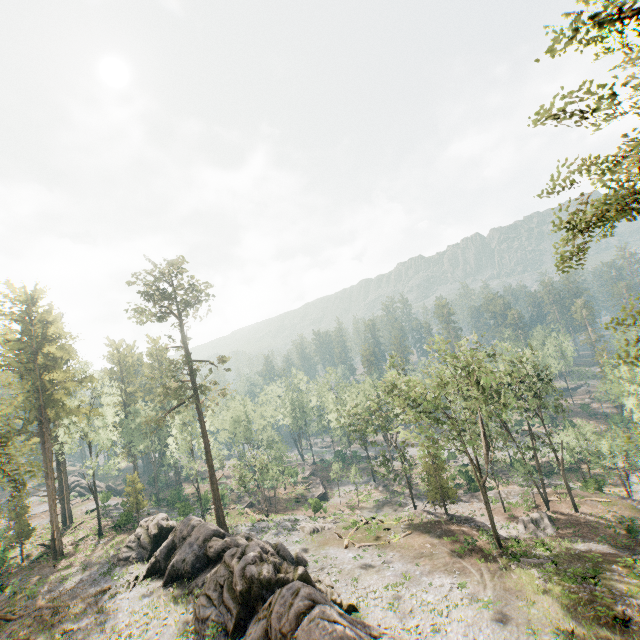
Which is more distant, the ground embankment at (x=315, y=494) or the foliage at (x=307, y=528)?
the ground embankment at (x=315, y=494)

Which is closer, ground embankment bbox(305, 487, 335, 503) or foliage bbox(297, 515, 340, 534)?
foliage bbox(297, 515, 340, 534)

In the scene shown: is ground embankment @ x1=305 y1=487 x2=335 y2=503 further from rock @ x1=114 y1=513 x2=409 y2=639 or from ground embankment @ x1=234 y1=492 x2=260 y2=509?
rock @ x1=114 y1=513 x2=409 y2=639

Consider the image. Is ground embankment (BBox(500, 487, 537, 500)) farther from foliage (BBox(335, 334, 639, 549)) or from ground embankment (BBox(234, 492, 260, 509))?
ground embankment (BBox(234, 492, 260, 509))

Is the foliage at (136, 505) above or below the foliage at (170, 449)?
below

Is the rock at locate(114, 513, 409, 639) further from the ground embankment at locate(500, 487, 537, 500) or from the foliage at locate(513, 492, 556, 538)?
the ground embankment at locate(500, 487, 537, 500)

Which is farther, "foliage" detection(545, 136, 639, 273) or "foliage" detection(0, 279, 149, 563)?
"foliage" detection(0, 279, 149, 563)

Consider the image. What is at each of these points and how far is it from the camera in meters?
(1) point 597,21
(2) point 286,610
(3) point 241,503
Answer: (1) foliage, 11.7
(2) rock, 16.5
(3) ground embankment, 54.8
